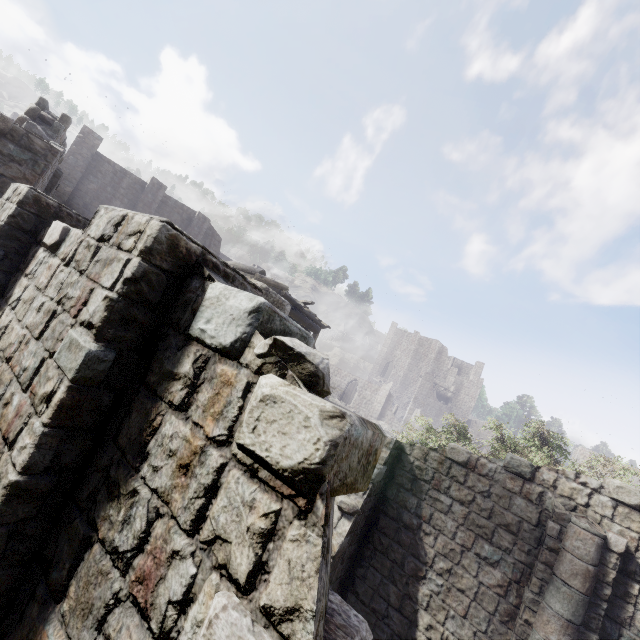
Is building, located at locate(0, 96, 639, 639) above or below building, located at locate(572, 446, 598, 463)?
below

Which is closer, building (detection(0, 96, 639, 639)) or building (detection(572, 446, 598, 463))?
building (detection(0, 96, 639, 639))

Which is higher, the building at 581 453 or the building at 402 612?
the building at 581 453

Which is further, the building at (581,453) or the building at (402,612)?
the building at (581,453)

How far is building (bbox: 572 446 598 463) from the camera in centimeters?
3738cm

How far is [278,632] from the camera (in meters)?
1.41
